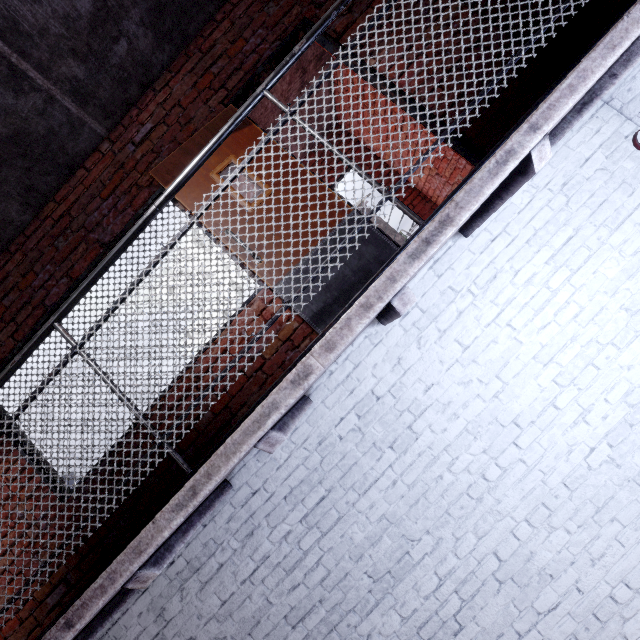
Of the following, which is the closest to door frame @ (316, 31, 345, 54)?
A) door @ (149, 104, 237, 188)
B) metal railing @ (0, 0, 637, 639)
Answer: door @ (149, 104, 237, 188)

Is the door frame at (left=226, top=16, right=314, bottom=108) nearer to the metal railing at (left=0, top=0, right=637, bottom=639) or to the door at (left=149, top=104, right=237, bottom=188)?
the door at (left=149, top=104, right=237, bottom=188)

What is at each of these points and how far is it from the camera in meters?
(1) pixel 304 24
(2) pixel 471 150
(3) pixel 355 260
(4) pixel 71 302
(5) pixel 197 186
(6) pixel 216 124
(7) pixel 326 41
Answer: (1) door frame, 2.9
(2) door frame, 2.7
(3) door, 2.6
(4) metal railing, 1.5
(5) door, 2.8
(6) door, 2.9
(7) door frame, 2.9

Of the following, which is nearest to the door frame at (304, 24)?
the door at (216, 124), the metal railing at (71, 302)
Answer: the door at (216, 124)

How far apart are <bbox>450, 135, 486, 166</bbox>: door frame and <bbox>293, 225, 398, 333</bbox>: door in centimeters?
0cm
